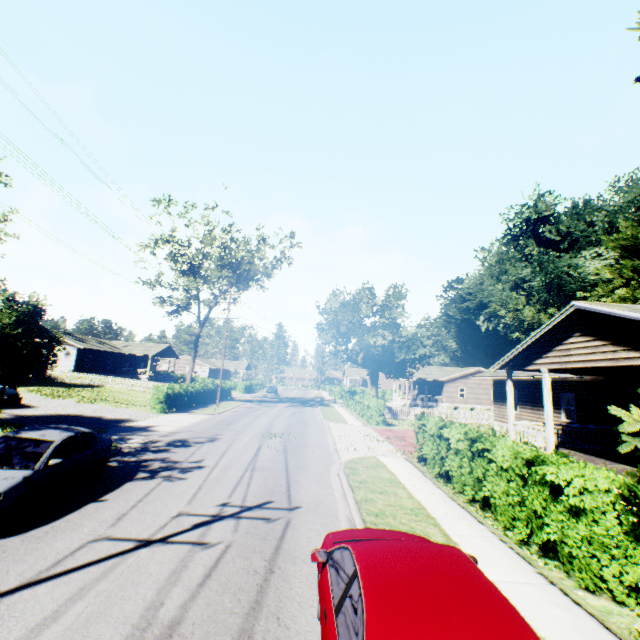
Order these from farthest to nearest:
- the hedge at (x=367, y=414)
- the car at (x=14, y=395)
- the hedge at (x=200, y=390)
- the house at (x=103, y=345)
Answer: the house at (x=103, y=345) < the hedge at (x=367, y=414) < the hedge at (x=200, y=390) < the car at (x=14, y=395)

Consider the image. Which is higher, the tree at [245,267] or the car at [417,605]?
the tree at [245,267]

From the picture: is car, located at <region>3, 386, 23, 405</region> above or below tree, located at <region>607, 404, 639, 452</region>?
below

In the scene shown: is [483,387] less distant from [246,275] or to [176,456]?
[246,275]

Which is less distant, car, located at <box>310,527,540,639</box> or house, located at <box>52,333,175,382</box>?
car, located at <box>310,527,540,639</box>

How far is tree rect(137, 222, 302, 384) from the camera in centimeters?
3256cm

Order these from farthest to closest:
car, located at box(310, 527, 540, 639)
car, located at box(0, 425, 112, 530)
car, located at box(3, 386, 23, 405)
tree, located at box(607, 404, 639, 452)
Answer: car, located at box(3, 386, 23, 405), car, located at box(0, 425, 112, 530), tree, located at box(607, 404, 639, 452), car, located at box(310, 527, 540, 639)

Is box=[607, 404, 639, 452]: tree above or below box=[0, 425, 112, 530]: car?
above
